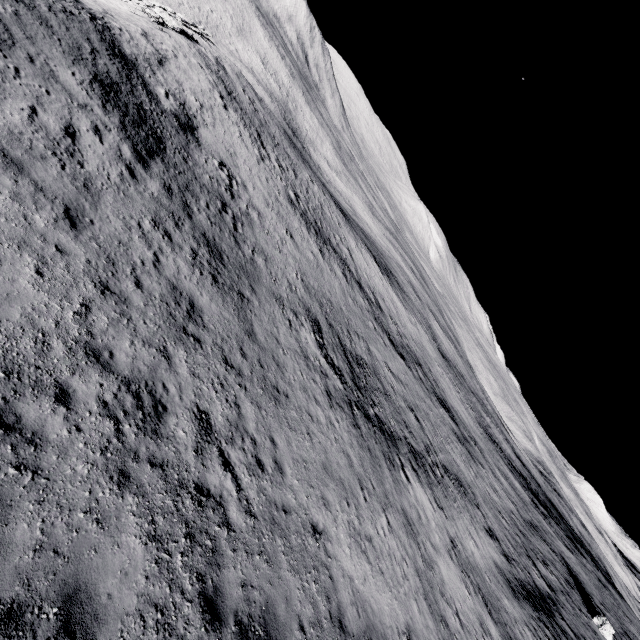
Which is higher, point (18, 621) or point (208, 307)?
point (18, 621)
